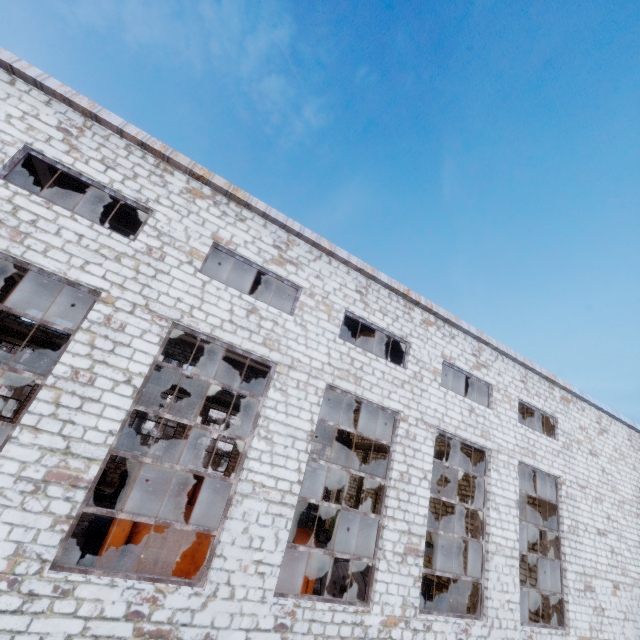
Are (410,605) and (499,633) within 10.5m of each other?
yes

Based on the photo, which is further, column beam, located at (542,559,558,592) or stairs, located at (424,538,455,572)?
stairs, located at (424,538,455,572)

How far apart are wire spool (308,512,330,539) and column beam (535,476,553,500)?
13.5m

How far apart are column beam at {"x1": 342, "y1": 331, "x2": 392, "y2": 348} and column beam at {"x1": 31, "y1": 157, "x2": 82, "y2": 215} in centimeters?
1300cm

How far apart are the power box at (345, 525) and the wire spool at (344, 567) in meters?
12.9 m

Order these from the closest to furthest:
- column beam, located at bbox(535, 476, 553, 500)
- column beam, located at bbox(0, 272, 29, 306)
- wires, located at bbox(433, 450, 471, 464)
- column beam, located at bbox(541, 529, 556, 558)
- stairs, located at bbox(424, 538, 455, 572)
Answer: column beam, located at bbox(541, 529, 556, 558)
column beam, located at bbox(535, 476, 553, 500)
stairs, located at bbox(424, 538, 455, 572)
wires, located at bbox(433, 450, 471, 464)
column beam, located at bbox(0, 272, 29, 306)

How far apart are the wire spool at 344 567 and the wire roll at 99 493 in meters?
12.3

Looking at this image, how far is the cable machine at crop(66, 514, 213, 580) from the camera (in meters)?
8.28
